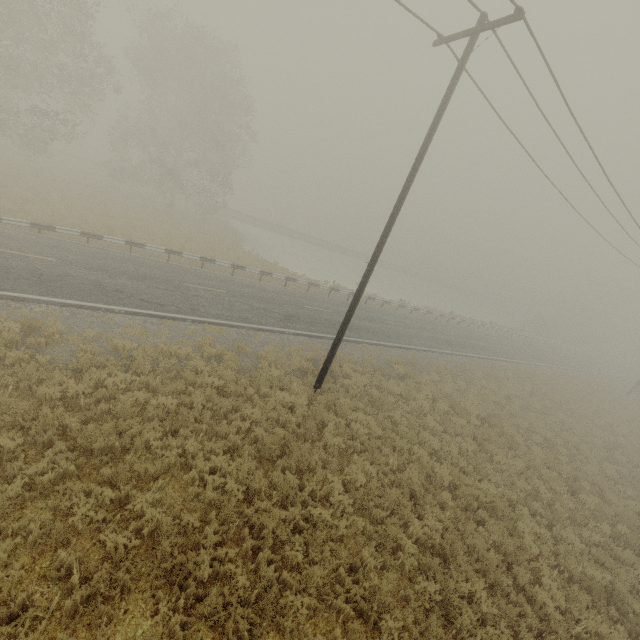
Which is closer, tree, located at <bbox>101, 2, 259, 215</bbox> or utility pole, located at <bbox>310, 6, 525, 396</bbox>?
utility pole, located at <bbox>310, 6, 525, 396</bbox>

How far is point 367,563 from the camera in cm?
683

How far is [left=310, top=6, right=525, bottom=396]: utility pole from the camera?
8.1m

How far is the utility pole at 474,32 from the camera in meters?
8.1

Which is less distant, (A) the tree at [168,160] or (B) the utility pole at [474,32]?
(B) the utility pole at [474,32]
